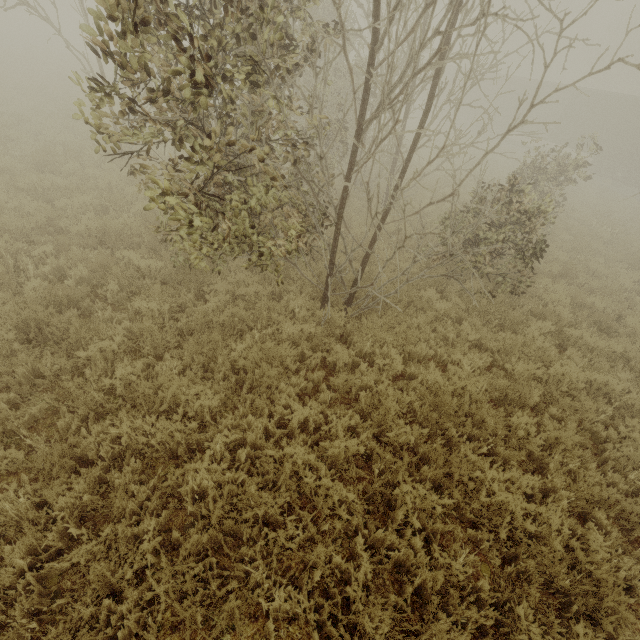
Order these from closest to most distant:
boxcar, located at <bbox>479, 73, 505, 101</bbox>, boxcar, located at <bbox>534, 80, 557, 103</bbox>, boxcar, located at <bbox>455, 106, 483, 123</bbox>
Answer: boxcar, located at <bbox>534, 80, 557, 103</bbox> < boxcar, located at <bbox>479, 73, 505, 101</bbox> < boxcar, located at <bbox>455, 106, 483, 123</bbox>

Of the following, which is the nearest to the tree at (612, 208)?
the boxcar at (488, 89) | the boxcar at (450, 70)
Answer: the boxcar at (488, 89)

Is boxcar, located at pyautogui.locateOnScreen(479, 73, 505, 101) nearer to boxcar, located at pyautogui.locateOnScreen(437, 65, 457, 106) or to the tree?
boxcar, located at pyautogui.locateOnScreen(437, 65, 457, 106)

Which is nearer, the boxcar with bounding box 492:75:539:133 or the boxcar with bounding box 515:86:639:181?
the boxcar with bounding box 515:86:639:181

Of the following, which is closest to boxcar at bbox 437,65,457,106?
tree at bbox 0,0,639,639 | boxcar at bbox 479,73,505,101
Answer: boxcar at bbox 479,73,505,101

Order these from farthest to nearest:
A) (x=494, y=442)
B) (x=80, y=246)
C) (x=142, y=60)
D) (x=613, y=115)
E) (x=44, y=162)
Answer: (x=613, y=115)
(x=44, y=162)
(x=80, y=246)
(x=494, y=442)
(x=142, y=60)

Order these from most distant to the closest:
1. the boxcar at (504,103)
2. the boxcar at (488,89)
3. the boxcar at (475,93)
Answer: the boxcar at (475,93) < the boxcar at (488,89) < the boxcar at (504,103)
